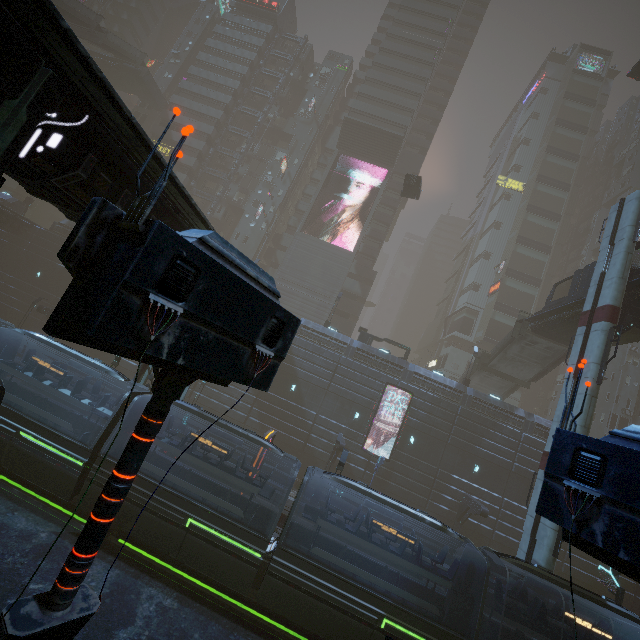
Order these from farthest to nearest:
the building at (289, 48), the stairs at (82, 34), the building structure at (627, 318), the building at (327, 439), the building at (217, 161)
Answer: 1. the building at (289, 48)
2. the building at (217, 161)
3. the stairs at (82, 34)
4. the building at (327, 439)
5. the building structure at (627, 318)

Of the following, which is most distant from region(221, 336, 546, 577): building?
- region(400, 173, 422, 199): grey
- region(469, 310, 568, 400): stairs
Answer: region(469, 310, 568, 400): stairs

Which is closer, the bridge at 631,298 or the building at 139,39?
the bridge at 631,298

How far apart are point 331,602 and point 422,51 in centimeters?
6539cm

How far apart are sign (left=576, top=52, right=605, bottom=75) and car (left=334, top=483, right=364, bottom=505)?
79.0m

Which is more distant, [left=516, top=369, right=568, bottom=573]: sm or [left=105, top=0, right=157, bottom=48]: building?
[left=105, top=0, right=157, bottom=48]: building

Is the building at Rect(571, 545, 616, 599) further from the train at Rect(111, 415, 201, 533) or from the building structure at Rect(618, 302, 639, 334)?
the building structure at Rect(618, 302, 639, 334)

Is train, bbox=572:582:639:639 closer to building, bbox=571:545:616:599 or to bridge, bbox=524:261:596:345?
building, bbox=571:545:616:599
